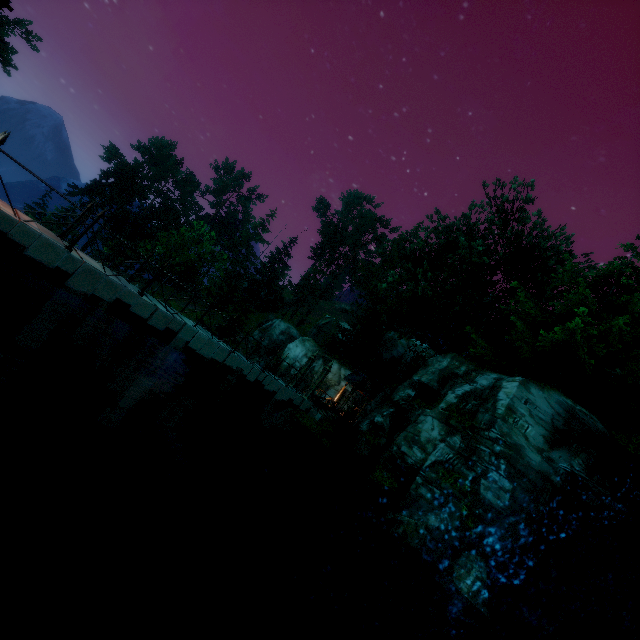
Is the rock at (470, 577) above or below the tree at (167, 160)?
below

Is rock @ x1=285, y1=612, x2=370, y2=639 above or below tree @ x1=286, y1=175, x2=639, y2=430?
below

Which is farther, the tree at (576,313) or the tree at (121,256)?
the tree at (121,256)

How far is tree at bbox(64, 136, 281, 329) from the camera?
31.4m

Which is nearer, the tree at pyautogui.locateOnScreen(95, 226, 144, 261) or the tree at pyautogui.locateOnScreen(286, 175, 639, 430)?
the tree at pyautogui.locateOnScreen(286, 175, 639, 430)

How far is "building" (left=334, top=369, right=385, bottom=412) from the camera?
27.08m

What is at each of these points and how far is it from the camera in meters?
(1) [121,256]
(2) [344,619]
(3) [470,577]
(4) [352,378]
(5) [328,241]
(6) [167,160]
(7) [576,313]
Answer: (1) tree, 53.2
(2) rock, 10.0
(3) rock, 9.0
(4) building, 31.3
(5) tree, 56.8
(6) tree, 53.0
(7) tree, 15.0
